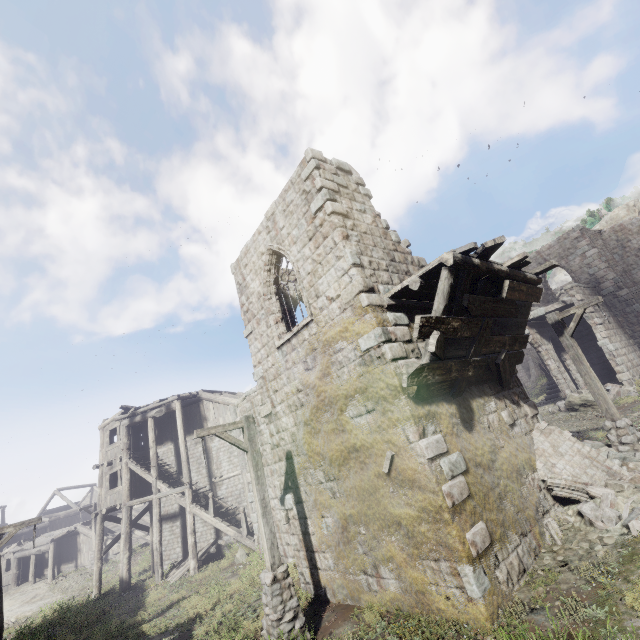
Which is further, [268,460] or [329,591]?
[268,460]

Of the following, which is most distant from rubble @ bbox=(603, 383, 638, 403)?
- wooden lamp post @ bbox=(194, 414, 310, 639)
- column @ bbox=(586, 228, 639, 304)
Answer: wooden lamp post @ bbox=(194, 414, 310, 639)

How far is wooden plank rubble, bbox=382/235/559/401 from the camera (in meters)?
6.63

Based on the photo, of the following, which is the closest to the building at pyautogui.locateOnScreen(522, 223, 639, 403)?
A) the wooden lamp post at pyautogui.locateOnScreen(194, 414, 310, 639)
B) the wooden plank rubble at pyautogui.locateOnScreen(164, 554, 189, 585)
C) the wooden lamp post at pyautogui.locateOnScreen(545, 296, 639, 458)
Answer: the wooden plank rubble at pyautogui.locateOnScreen(164, 554, 189, 585)

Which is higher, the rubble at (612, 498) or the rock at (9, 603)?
the rubble at (612, 498)

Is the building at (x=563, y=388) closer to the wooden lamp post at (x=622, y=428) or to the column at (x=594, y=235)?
the column at (x=594, y=235)

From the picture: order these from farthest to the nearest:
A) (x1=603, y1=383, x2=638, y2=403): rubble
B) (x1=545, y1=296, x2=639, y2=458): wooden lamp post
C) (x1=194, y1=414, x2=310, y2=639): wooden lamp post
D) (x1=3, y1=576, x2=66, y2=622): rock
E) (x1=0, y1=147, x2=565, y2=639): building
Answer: (x1=3, y1=576, x2=66, y2=622): rock < (x1=603, y1=383, x2=638, y2=403): rubble < (x1=545, y1=296, x2=639, y2=458): wooden lamp post < (x1=194, y1=414, x2=310, y2=639): wooden lamp post < (x1=0, y1=147, x2=565, y2=639): building

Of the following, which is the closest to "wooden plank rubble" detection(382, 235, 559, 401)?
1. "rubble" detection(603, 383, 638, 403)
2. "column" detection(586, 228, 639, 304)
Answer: "rubble" detection(603, 383, 638, 403)
